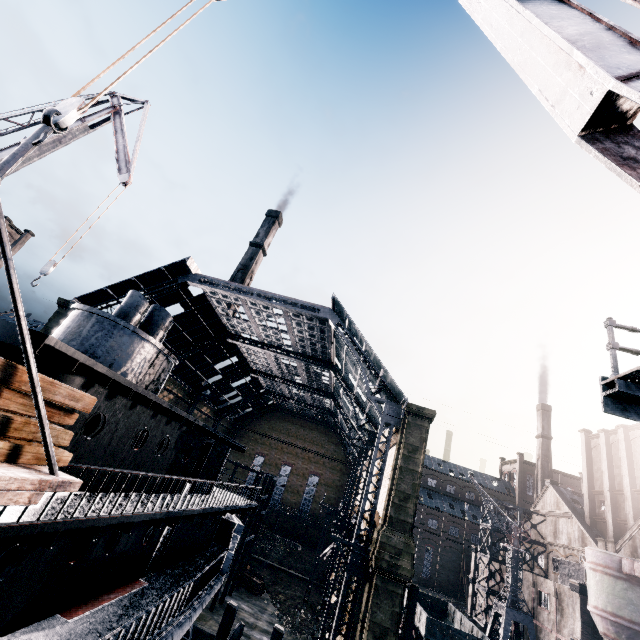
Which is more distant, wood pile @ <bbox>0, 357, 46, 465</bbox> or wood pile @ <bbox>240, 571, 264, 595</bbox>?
wood pile @ <bbox>240, 571, 264, 595</bbox>

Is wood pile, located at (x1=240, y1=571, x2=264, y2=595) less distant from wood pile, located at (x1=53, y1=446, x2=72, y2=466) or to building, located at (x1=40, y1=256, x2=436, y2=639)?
wood pile, located at (x1=53, y1=446, x2=72, y2=466)

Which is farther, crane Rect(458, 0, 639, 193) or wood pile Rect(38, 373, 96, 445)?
wood pile Rect(38, 373, 96, 445)

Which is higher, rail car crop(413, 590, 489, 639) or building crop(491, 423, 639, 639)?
building crop(491, 423, 639, 639)

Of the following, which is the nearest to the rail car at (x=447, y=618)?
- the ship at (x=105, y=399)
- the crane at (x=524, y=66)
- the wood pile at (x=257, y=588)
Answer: the wood pile at (x=257, y=588)

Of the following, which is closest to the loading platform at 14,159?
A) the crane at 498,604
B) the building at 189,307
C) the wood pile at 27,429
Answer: the wood pile at 27,429

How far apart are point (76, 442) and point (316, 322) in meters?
22.3 m

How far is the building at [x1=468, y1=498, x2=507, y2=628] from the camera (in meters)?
43.72
